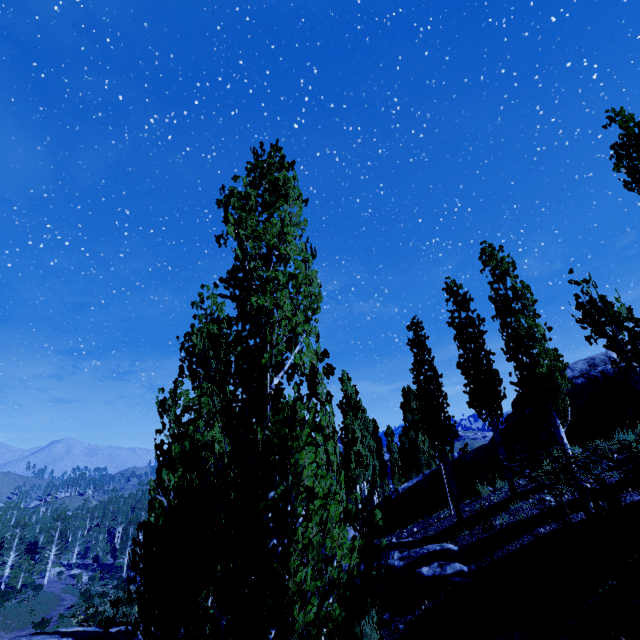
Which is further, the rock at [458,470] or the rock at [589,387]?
the rock at [458,470]

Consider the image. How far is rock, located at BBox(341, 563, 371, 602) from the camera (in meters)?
9.62

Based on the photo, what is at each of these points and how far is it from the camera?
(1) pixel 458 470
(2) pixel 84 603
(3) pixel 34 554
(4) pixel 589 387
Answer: (1) rock, 14.7 meters
(2) instancedfoliageactor, 37.2 meters
(3) instancedfoliageactor, 57.6 meters
(4) rock, 12.2 meters

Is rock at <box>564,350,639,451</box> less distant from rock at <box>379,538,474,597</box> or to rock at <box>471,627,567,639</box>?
rock at <box>379,538,474,597</box>

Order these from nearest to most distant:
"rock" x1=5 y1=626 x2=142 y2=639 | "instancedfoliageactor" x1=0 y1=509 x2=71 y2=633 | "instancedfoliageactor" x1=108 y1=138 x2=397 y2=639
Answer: "instancedfoliageactor" x1=108 y1=138 x2=397 y2=639 < "rock" x1=5 y1=626 x2=142 y2=639 < "instancedfoliageactor" x1=0 y1=509 x2=71 y2=633

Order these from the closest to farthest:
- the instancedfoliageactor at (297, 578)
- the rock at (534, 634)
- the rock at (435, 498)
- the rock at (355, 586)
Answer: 1. the instancedfoliageactor at (297, 578)
2. the rock at (534, 634)
3. the rock at (355, 586)
4. the rock at (435, 498)

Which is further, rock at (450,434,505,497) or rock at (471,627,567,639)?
rock at (450,434,505,497)

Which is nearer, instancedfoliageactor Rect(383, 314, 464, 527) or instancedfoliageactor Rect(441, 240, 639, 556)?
instancedfoliageactor Rect(441, 240, 639, 556)
